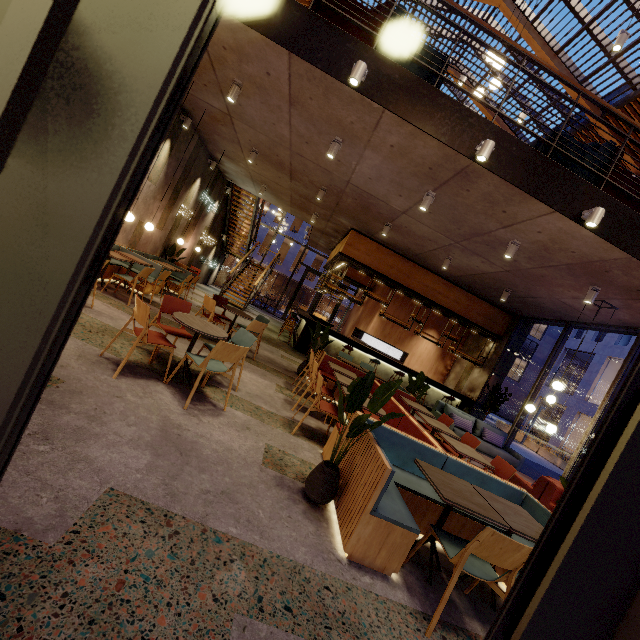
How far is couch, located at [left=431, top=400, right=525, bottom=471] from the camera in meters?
8.2 m

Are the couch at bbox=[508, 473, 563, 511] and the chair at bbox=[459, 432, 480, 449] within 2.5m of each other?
yes

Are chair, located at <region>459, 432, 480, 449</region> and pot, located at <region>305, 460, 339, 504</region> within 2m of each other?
no

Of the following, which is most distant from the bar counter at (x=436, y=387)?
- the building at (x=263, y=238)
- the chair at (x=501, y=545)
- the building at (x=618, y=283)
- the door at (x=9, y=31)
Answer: the building at (x=263, y=238)

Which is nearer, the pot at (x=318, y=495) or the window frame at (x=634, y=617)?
the window frame at (x=634, y=617)

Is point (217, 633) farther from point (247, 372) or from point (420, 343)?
point (420, 343)

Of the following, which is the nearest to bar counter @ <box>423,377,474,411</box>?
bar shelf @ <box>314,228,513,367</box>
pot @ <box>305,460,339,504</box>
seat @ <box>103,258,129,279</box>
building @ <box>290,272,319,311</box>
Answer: bar shelf @ <box>314,228,513,367</box>

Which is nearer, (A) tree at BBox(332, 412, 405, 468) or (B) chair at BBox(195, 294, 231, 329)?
(A) tree at BBox(332, 412, 405, 468)
